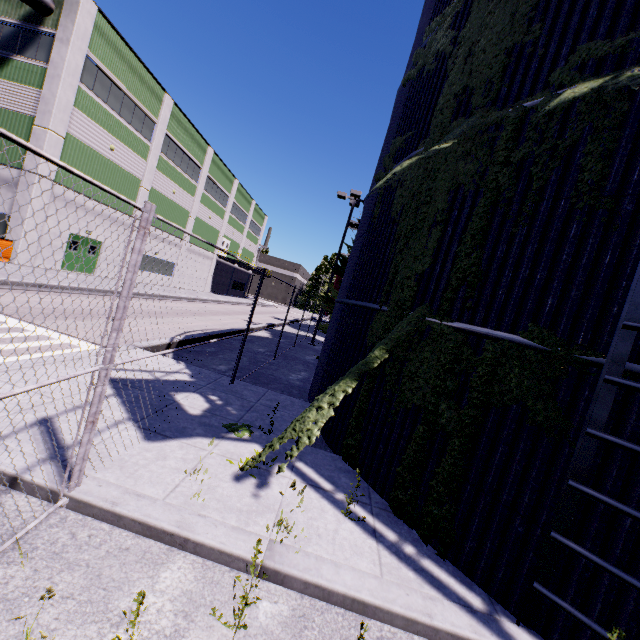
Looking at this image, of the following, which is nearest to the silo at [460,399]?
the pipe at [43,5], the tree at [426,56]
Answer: the tree at [426,56]

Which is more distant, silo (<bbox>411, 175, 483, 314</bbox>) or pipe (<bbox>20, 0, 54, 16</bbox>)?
pipe (<bbox>20, 0, 54, 16</bbox>)

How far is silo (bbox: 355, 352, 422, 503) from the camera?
4.8 meters

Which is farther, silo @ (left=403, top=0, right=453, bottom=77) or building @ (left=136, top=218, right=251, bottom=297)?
building @ (left=136, top=218, right=251, bottom=297)

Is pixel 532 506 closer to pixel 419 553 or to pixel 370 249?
pixel 419 553
